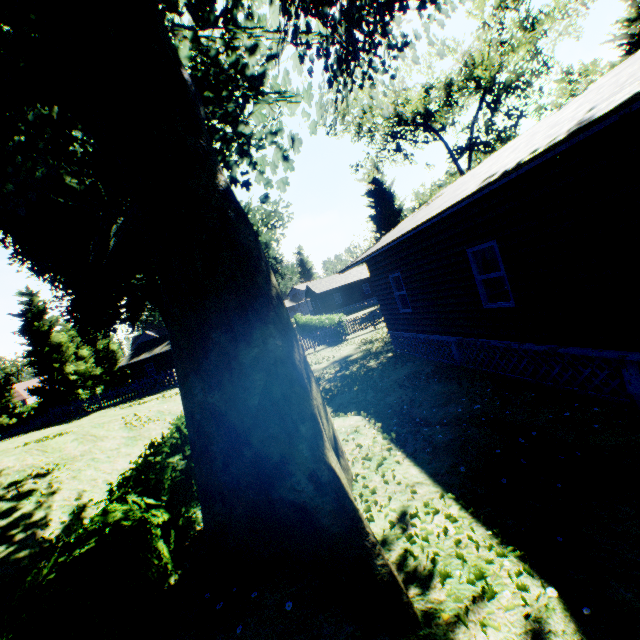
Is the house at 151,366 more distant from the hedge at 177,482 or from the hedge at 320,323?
the hedge at 177,482

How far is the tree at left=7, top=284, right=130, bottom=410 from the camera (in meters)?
38.28

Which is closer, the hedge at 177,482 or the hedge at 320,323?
the hedge at 177,482

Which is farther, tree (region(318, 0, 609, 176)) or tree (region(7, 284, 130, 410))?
tree (region(7, 284, 130, 410))

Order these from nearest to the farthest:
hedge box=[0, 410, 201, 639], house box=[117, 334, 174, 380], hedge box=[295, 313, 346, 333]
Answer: hedge box=[0, 410, 201, 639] → hedge box=[295, 313, 346, 333] → house box=[117, 334, 174, 380]

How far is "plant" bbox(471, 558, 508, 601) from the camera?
2.90m

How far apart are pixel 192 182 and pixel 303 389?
3.0 meters
